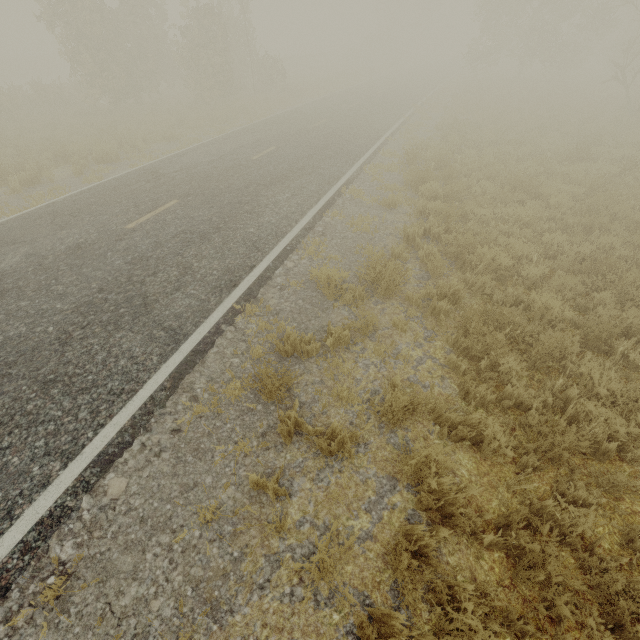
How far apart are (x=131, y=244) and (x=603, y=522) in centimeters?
846cm
